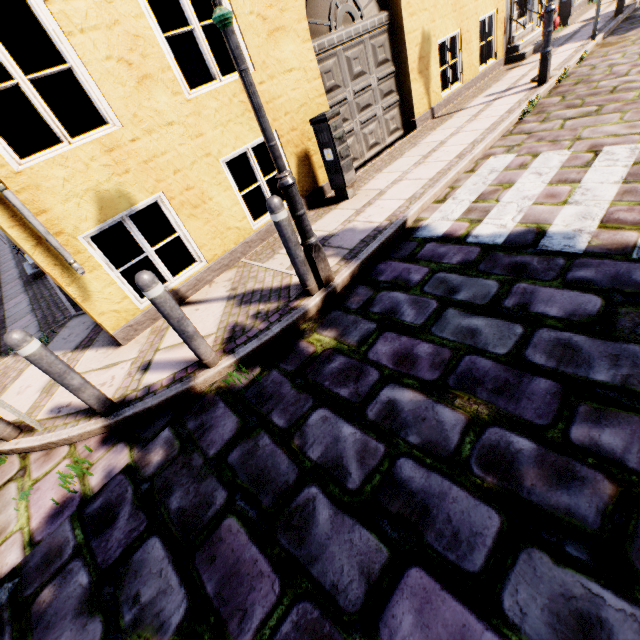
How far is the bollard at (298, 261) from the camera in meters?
2.9 m

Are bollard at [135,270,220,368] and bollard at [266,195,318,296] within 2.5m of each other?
yes

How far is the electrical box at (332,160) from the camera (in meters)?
4.66

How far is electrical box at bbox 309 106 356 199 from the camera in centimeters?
466cm

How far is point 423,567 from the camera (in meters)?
1.62

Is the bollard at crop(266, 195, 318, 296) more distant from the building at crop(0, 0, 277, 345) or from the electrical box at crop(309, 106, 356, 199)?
the electrical box at crop(309, 106, 356, 199)

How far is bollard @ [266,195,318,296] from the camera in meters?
2.9

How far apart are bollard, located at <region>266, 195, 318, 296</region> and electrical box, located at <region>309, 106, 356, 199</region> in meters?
2.4 m
